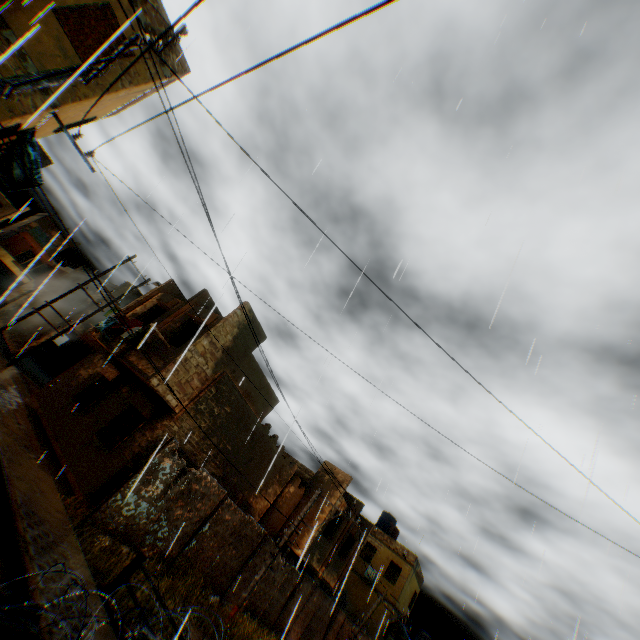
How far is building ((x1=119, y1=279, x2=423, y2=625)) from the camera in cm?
1300

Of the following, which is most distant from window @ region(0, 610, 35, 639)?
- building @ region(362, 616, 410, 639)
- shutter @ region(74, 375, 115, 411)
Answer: building @ region(362, 616, 410, 639)

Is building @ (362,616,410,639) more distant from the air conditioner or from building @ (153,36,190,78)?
the air conditioner

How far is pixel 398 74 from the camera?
7.0m

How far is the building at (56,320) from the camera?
22.80m

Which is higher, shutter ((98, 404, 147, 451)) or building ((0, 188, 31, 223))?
building ((0, 188, 31, 223))

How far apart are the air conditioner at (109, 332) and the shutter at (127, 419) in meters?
3.6 m
